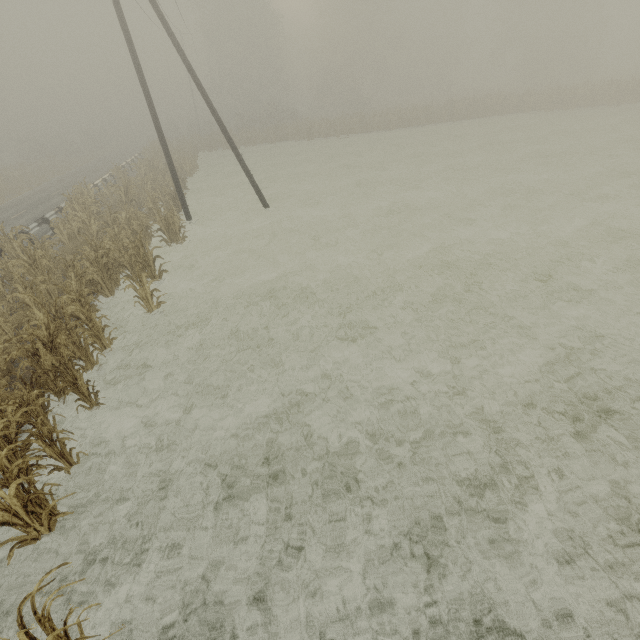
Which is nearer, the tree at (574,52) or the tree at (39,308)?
the tree at (39,308)

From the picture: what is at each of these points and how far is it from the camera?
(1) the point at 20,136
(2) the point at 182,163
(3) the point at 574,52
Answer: (1) tree, 49.8m
(2) tree, 25.0m
(3) tree, 45.2m

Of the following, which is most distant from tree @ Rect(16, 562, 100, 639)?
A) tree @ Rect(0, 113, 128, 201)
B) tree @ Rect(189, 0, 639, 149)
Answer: tree @ Rect(189, 0, 639, 149)

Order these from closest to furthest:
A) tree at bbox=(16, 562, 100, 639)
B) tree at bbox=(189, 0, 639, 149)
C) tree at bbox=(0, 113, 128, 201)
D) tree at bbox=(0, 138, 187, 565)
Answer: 1. tree at bbox=(16, 562, 100, 639)
2. tree at bbox=(0, 138, 187, 565)
3. tree at bbox=(0, 113, 128, 201)
4. tree at bbox=(189, 0, 639, 149)

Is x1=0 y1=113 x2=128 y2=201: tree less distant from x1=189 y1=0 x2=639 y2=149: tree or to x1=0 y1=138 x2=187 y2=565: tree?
x1=0 y1=138 x2=187 y2=565: tree

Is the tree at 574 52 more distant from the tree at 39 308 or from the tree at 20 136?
the tree at 20 136

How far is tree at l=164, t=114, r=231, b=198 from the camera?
25.0 meters
